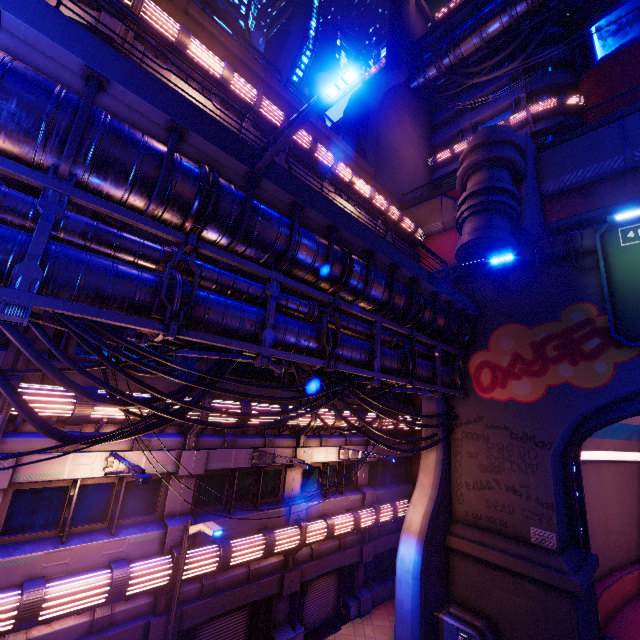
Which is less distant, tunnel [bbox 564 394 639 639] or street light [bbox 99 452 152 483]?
street light [bbox 99 452 152 483]

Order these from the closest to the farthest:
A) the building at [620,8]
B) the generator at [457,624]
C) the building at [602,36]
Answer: the generator at [457,624]
the building at [602,36]
the building at [620,8]

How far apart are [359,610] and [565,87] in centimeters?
4227cm

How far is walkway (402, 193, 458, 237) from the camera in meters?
22.8

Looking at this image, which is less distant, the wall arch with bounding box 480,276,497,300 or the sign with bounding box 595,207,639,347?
the sign with bounding box 595,207,639,347

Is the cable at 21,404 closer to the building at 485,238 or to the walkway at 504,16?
the building at 485,238

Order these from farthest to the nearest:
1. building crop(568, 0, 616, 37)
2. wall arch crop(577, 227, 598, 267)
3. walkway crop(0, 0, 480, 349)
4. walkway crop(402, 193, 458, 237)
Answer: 1. building crop(568, 0, 616, 37)
2. walkway crop(402, 193, 458, 237)
3. wall arch crop(577, 227, 598, 267)
4. walkway crop(0, 0, 480, 349)

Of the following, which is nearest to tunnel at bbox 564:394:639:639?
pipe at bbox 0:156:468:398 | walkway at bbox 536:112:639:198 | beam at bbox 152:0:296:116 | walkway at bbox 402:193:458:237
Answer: pipe at bbox 0:156:468:398
